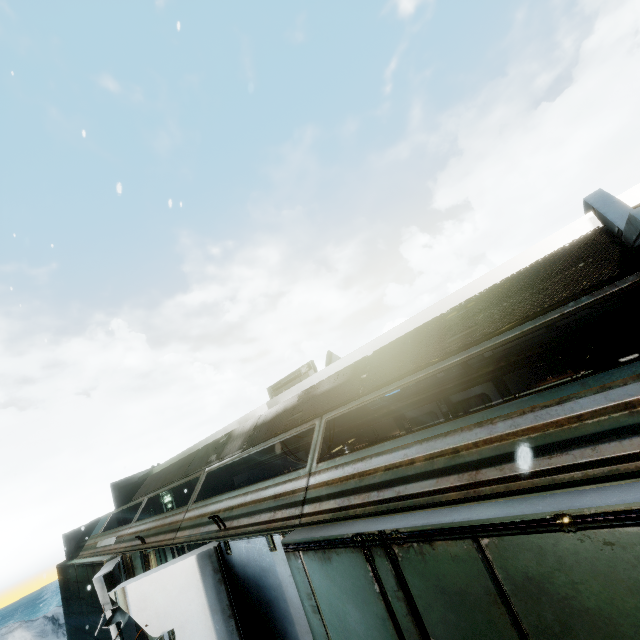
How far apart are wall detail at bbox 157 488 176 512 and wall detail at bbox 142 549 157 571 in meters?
8.0

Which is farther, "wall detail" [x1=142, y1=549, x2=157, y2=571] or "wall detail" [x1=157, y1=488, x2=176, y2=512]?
"wall detail" [x1=157, y1=488, x2=176, y2=512]

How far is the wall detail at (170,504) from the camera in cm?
1433

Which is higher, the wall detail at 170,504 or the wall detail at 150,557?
the wall detail at 170,504

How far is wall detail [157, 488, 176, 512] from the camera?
14.33m

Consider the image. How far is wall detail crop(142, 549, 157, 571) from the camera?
6.43m

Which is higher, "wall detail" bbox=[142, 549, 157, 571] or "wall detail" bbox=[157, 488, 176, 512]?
"wall detail" bbox=[157, 488, 176, 512]

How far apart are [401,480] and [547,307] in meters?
2.4
